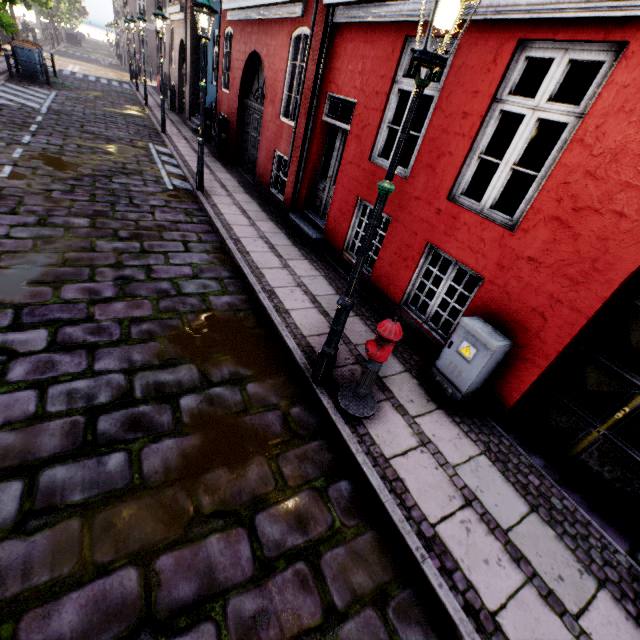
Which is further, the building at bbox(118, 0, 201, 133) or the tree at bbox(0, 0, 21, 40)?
the building at bbox(118, 0, 201, 133)

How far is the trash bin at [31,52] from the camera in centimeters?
1519cm

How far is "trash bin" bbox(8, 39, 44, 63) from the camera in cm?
1519

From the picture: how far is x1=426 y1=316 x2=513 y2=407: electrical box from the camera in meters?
3.7 m

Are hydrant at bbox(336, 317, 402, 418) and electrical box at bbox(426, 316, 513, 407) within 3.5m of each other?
yes

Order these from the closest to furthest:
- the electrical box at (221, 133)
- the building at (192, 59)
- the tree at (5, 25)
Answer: the electrical box at (221, 133) < the tree at (5, 25) < the building at (192, 59)

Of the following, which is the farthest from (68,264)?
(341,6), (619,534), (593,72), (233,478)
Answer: (593,72)

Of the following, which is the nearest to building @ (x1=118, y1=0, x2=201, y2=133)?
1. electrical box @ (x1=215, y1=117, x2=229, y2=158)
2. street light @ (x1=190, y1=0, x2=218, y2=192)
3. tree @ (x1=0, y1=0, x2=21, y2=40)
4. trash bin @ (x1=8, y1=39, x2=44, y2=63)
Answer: electrical box @ (x1=215, y1=117, x2=229, y2=158)
